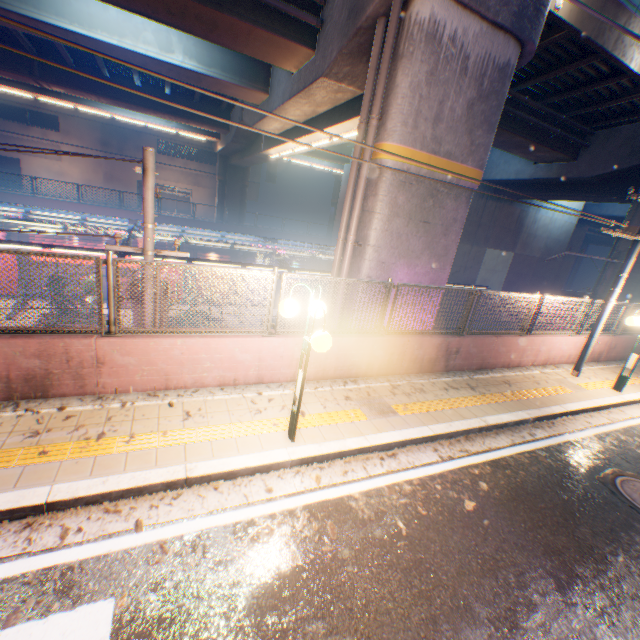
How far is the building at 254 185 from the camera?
44.88m

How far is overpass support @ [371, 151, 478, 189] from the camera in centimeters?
745cm

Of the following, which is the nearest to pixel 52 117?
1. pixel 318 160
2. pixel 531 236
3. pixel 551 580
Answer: pixel 318 160

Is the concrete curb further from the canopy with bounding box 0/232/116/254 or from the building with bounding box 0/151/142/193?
the building with bounding box 0/151/142/193

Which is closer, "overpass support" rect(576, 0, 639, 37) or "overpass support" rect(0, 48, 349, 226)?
"overpass support" rect(576, 0, 639, 37)

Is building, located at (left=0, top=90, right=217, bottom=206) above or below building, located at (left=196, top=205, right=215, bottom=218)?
above

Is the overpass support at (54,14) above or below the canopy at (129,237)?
above

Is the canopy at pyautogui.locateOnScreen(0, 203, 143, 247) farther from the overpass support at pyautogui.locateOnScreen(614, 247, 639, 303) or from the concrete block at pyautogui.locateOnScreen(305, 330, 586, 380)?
the concrete block at pyautogui.locateOnScreen(305, 330, 586, 380)
